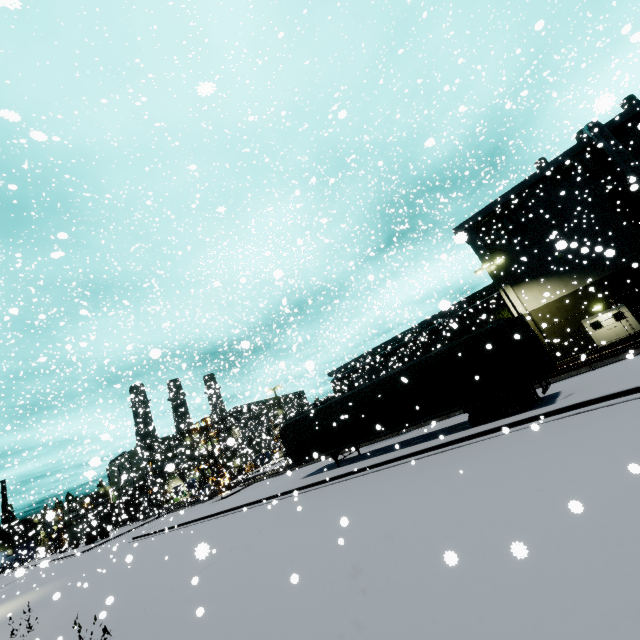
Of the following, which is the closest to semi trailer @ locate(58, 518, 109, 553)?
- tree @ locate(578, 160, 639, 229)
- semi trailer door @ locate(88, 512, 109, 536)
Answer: semi trailer door @ locate(88, 512, 109, 536)

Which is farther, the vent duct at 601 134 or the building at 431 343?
the building at 431 343

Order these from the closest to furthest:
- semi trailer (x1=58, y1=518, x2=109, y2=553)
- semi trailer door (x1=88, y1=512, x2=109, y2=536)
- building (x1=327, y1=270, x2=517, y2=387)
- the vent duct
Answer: the vent duct
semi trailer door (x1=88, y1=512, x2=109, y2=536)
building (x1=327, y1=270, x2=517, y2=387)
semi trailer (x1=58, y1=518, x2=109, y2=553)

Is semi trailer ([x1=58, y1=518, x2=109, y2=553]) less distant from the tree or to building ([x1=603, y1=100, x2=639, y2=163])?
building ([x1=603, y1=100, x2=639, y2=163])

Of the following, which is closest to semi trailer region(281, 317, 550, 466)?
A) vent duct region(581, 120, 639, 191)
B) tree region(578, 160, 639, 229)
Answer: tree region(578, 160, 639, 229)

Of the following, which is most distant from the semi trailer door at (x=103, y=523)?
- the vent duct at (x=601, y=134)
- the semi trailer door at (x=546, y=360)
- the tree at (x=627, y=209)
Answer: the vent duct at (x=601, y=134)

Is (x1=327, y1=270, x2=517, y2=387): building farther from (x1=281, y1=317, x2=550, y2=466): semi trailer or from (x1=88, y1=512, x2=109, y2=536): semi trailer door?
(x1=88, y1=512, x2=109, y2=536): semi trailer door

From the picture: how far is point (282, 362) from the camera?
10.1 meters
